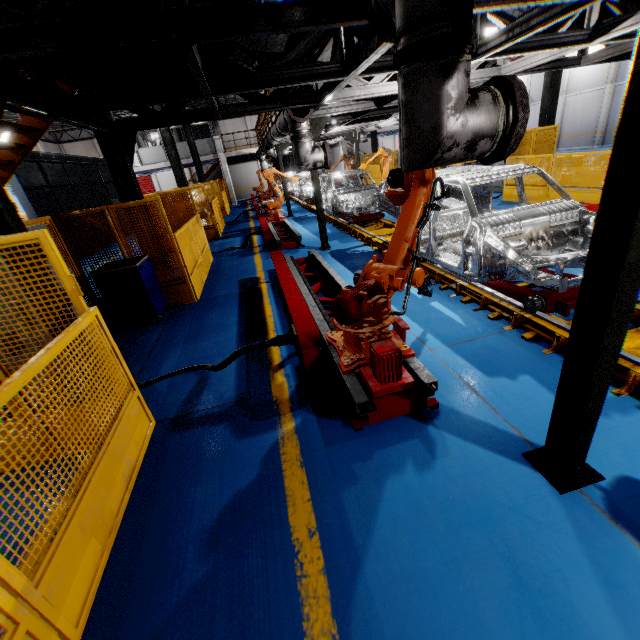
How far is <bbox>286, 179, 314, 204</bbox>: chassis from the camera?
18.2 meters

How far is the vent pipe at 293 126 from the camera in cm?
720

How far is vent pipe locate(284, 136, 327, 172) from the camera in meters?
7.3 m

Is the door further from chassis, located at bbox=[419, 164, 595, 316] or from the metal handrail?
the metal handrail

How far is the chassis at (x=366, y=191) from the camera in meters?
7.2

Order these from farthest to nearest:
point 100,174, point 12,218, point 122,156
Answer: point 100,174, point 122,156, point 12,218

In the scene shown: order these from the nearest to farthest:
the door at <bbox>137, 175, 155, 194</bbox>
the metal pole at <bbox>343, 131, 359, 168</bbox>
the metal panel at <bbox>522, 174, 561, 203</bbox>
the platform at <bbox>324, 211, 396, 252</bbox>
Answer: the platform at <bbox>324, 211, 396, 252</bbox> < the metal panel at <bbox>522, 174, 561, 203</bbox> < the metal pole at <bbox>343, 131, 359, 168</bbox> < the door at <bbox>137, 175, 155, 194</bbox>

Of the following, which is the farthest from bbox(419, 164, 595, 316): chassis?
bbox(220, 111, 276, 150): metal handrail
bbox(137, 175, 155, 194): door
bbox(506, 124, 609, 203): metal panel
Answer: bbox(137, 175, 155, 194): door
